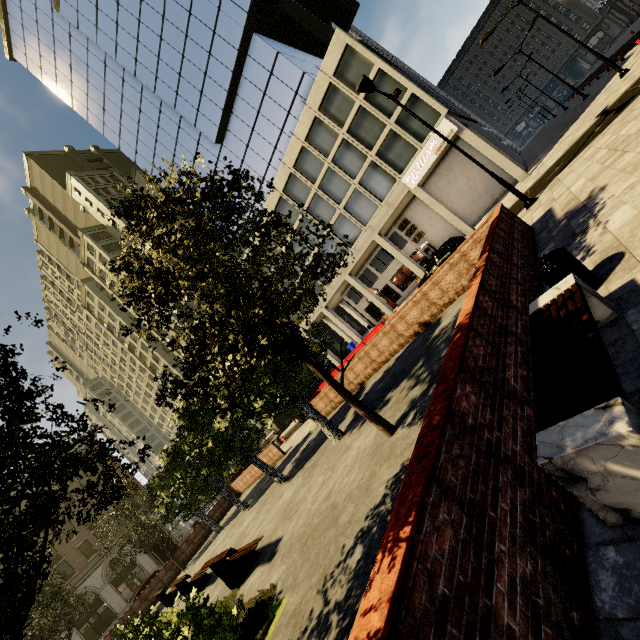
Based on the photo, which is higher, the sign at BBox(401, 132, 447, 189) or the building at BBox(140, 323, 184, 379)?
the building at BBox(140, 323, 184, 379)

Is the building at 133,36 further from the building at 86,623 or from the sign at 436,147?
the building at 86,623

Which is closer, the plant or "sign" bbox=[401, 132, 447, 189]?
the plant

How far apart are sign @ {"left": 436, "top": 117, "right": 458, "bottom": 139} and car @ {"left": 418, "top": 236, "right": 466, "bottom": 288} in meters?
7.3 m

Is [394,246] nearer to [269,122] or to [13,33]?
[269,122]

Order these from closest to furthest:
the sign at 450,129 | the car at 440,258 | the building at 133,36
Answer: the car at 440,258
the sign at 450,129
the building at 133,36

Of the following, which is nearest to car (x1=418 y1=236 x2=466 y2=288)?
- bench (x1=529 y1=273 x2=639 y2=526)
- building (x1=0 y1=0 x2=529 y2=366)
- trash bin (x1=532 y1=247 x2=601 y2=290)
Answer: building (x1=0 y1=0 x2=529 y2=366)

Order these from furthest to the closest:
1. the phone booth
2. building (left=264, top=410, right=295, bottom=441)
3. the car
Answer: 1. building (left=264, top=410, right=295, bottom=441)
2. the phone booth
3. the car
